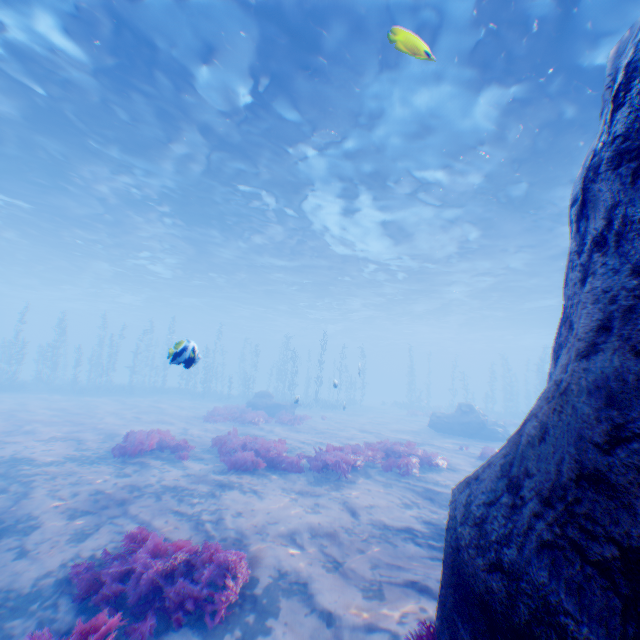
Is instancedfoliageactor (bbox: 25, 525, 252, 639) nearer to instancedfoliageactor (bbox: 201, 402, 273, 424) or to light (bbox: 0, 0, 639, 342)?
light (bbox: 0, 0, 639, 342)

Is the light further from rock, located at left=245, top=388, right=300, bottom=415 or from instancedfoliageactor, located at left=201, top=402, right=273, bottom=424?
instancedfoliageactor, located at left=201, top=402, right=273, bottom=424

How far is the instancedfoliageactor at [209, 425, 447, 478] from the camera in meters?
10.2 m

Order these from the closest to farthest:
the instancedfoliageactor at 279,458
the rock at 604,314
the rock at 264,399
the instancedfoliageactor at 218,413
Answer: the rock at 604,314 → the instancedfoliageactor at 279,458 → the instancedfoliageactor at 218,413 → the rock at 264,399

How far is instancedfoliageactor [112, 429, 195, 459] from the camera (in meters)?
10.20

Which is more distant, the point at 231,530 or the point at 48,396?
the point at 48,396

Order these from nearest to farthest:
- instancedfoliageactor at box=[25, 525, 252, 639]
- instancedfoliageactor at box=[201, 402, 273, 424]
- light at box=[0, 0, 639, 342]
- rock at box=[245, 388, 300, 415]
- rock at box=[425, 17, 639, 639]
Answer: rock at box=[425, 17, 639, 639] → instancedfoliageactor at box=[25, 525, 252, 639] → light at box=[0, 0, 639, 342] → instancedfoliageactor at box=[201, 402, 273, 424] → rock at box=[245, 388, 300, 415]

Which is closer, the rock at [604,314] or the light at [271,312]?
the rock at [604,314]
